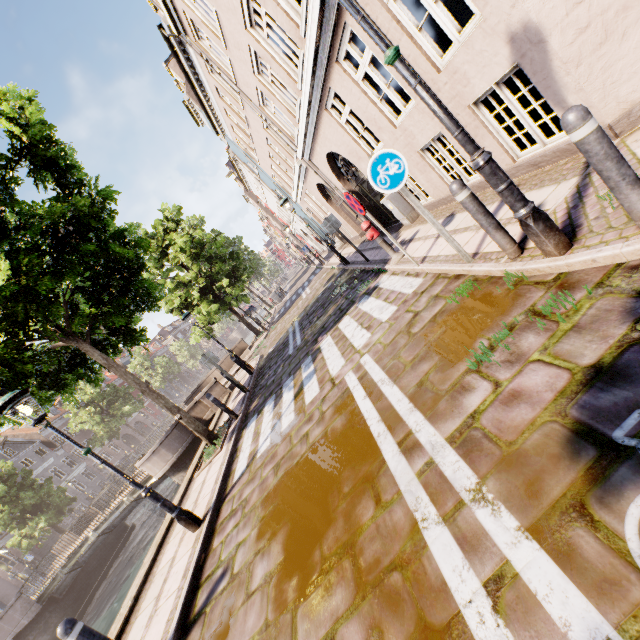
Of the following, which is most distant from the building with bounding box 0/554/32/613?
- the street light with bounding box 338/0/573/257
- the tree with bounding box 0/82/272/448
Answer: the street light with bounding box 338/0/573/257

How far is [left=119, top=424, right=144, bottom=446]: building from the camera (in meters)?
48.81

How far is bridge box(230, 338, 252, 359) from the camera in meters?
20.8

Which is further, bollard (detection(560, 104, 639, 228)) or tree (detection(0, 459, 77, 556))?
tree (detection(0, 459, 77, 556))

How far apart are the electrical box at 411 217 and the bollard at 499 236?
5.9m

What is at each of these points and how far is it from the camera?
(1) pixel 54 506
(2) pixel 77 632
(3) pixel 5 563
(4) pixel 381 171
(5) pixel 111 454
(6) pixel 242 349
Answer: (1) tree, 24.86m
(2) bollard, 3.28m
(3) building, 28.03m
(4) sign, 4.10m
(5) building, 44.44m
(6) bridge, 21.77m

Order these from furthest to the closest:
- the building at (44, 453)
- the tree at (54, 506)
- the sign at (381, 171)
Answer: the building at (44, 453) < the tree at (54, 506) < the sign at (381, 171)

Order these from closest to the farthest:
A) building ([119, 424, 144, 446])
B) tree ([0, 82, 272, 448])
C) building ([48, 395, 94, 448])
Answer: tree ([0, 82, 272, 448])
building ([48, 395, 94, 448])
building ([119, 424, 144, 446])
